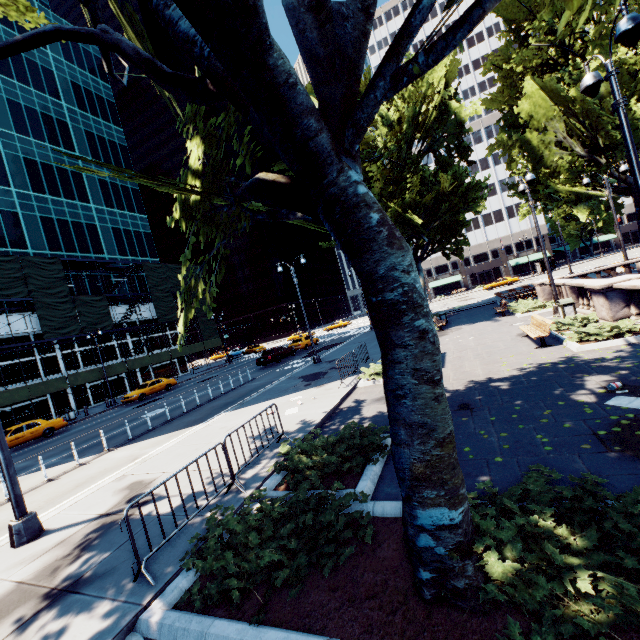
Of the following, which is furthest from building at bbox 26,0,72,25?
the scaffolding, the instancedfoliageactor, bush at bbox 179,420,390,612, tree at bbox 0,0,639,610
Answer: the instancedfoliageactor

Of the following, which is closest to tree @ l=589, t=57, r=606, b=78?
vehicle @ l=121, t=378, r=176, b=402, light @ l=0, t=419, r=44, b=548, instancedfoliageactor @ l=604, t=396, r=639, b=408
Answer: light @ l=0, t=419, r=44, b=548

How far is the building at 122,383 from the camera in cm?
3800

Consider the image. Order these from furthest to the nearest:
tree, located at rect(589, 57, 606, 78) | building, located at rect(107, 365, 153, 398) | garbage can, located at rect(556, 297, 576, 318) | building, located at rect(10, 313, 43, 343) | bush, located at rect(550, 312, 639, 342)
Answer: building, located at rect(107, 365, 153, 398)
building, located at rect(10, 313, 43, 343)
garbage can, located at rect(556, 297, 576, 318)
tree, located at rect(589, 57, 606, 78)
bush, located at rect(550, 312, 639, 342)

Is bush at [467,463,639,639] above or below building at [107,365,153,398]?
below

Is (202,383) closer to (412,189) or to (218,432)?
(218,432)

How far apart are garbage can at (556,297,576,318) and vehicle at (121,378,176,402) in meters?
32.2 m

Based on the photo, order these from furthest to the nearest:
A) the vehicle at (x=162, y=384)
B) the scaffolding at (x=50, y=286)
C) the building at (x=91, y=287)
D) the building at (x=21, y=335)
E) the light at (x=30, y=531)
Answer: the building at (x=91, y=287) < the building at (x=21, y=335) < the vehicle at (x=162, y=384) < the scaffolding at (x=50, y=286) < the light at (x=30, y=531)
